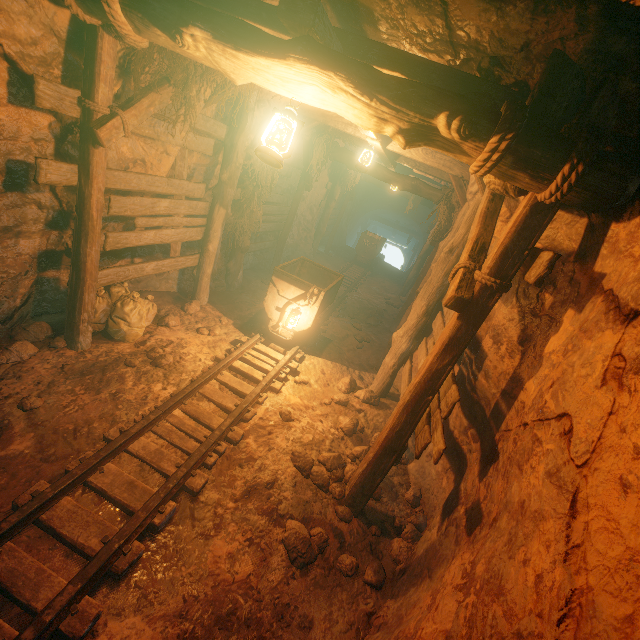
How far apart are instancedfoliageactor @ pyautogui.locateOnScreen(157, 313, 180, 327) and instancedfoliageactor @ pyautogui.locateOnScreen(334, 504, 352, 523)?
3.2m

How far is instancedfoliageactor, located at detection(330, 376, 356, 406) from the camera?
5.46m

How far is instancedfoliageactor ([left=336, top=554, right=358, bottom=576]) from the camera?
3.06m

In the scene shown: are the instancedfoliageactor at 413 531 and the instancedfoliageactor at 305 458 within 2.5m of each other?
yes

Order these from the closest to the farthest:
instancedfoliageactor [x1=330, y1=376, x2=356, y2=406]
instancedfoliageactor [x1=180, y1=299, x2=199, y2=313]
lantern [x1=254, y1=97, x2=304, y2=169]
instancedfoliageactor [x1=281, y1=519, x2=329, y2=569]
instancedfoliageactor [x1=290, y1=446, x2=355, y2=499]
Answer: lantern [x1=254, y1=97, x2=304, y2=169] < instancedfoliageactor [x1=281, y1=519, x2=329, y2=569] < instancedfoliageactor [x1=290, y1=446, x2=355, y2=499] < instancedfoliageactor [x1=330, y1=376, x2=356, y2=406] < instancedfoliageactor [x1=180, y1=299, x2=199, y2=313]

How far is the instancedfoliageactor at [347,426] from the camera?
4.8 meters

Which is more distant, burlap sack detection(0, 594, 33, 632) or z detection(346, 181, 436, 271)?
z detection(346, 181, 436, 271)

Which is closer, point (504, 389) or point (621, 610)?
point (621, 610)
